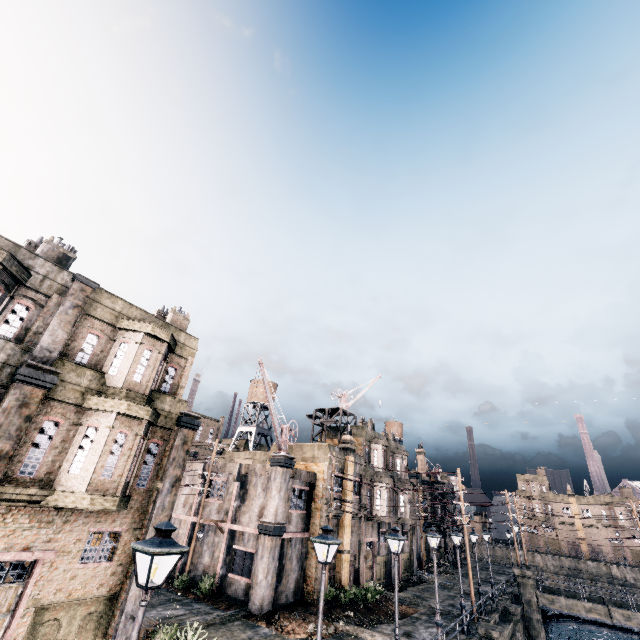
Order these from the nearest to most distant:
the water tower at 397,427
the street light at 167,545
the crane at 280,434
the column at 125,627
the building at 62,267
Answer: the street light at 167,545
the building at 62,267
the column at 125,627
the crane at 280,434
the water tower at 397,427

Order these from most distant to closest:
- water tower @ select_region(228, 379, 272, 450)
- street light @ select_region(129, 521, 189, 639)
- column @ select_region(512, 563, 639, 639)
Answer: → water tower @ select_region(228, 379, 272, 450) → column @ select_region(512, 563, 639, 639) → street light @ select_region(129, 521, 189, 639)

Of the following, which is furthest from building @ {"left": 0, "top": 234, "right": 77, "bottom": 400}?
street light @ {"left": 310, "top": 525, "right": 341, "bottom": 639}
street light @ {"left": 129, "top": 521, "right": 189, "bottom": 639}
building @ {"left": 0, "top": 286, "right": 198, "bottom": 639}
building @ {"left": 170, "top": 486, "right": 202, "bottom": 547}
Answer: building @ {"left": 170, "top": 486, "right": 202, "bottom": 547}

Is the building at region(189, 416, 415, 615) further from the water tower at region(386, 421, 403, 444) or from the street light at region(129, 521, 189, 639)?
the water tower at region(386, 421, 403, 444)

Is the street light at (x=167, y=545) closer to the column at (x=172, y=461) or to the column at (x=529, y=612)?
the column at (x=172, y=461)

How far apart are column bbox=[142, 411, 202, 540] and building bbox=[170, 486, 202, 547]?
13.4 meters

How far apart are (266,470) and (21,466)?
16.4 meters

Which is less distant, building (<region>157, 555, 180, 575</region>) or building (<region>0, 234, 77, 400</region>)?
building (<region>0, 234, 77, 400</region>)
